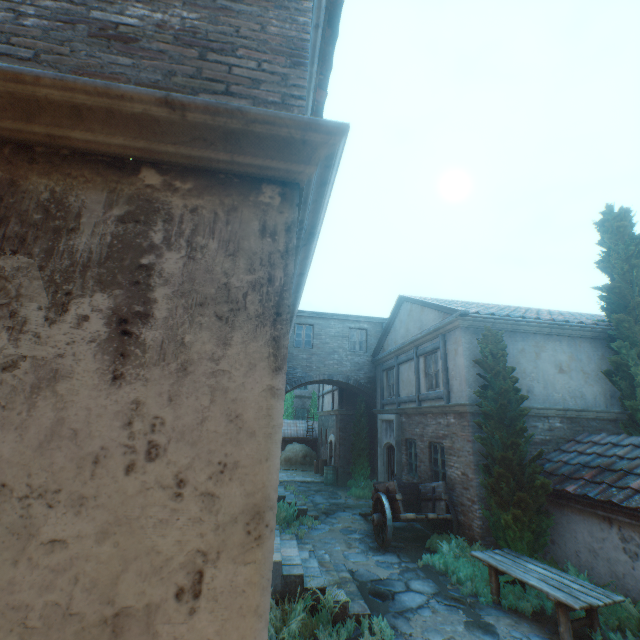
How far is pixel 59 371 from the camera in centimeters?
146cm

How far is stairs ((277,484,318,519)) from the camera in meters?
11.2 m

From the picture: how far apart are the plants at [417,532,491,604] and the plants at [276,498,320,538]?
3.8m

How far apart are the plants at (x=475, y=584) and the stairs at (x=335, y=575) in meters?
2.1 m

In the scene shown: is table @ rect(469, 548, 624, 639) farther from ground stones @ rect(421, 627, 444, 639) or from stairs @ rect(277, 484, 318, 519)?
stairs @ rect(277, 484, 318, 519)

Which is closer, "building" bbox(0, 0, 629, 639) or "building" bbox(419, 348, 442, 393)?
"building" bbox(0, 0, 629, 639)

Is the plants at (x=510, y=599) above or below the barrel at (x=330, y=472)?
below

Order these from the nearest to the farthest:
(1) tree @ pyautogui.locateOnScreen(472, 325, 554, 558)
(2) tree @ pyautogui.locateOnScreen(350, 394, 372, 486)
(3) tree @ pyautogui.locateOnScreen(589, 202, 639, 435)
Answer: (1) tree @ pyautogui.locateOnScreen(472, 325, 554, 558) → (3) tree @ pyautogui.locateOnScreen(589, 202, 639, 435) → (2) tree @ pyautogui.locateOnScreen(350, 394, 372, 486)
